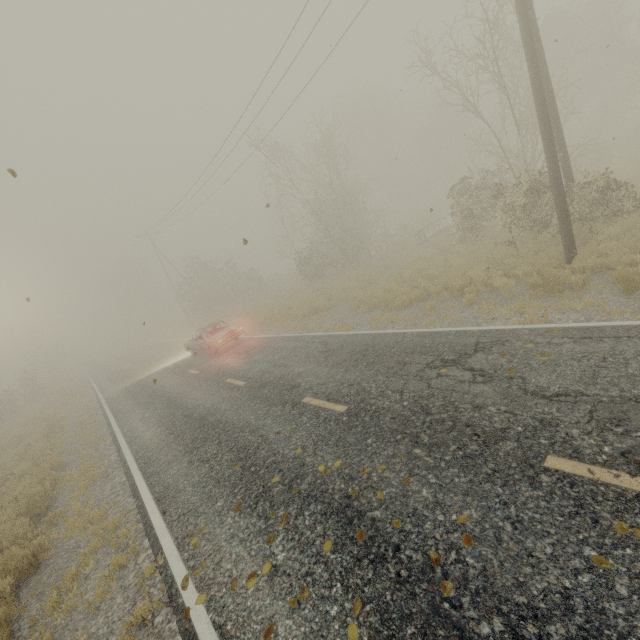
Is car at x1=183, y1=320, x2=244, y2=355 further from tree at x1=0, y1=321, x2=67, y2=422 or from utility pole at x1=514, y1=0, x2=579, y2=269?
utility pole at x1=514, y1=0, x2=579, y2=269

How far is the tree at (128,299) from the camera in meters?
57.6 m

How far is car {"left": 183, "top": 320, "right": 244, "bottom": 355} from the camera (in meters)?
16.00

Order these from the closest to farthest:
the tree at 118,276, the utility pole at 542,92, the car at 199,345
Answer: the utility pole at 542,92 → the car at 199,345 → the tree at 118,276

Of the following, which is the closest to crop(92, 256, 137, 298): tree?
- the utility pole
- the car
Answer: the car

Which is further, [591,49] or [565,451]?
[591,49]

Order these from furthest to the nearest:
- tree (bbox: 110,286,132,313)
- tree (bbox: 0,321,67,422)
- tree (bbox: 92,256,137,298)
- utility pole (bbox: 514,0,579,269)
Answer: tree (bbox: 92,256,137,298) < tree (bbox: 110,286,132,313) < tree (bbox: 0,321,67,422) < utility pole (bbox: 514,0,579,269)

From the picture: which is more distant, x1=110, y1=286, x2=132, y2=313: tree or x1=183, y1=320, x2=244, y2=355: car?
x1=110, y1=286, x2=132, y2=313: tree
